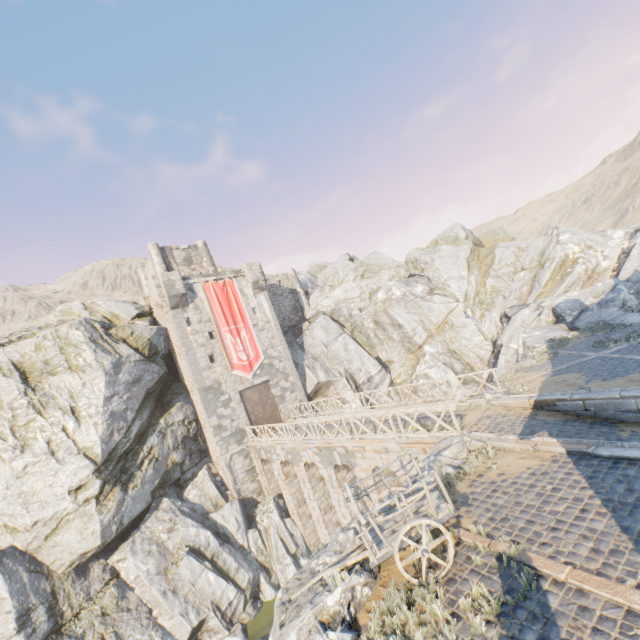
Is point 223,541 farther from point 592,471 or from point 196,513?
point 592,471

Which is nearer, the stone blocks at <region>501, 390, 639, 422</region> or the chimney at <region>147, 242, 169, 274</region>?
the stone blocks at <region>501, 390, 639, 422</region>

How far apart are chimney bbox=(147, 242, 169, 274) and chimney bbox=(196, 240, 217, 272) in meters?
3.2 m

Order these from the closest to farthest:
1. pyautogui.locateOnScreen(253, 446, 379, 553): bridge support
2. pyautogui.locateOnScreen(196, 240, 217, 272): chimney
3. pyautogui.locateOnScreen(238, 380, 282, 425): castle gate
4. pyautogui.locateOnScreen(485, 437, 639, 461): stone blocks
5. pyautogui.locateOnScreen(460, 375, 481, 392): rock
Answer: pyautogui.locateOnScreen(485, 437, 639, 461): stone blocks
pyautogui.locateOnScreen(253, 446, 379, 553): bridge support
pyautogui.locateOnScreen(238, 380, 282, 425): castle gate
pyautogui.locateOnScreen(460, 375, 481, 392): rock
pyautogui.locateOnScreen(196, 240, 217, 272): chimney

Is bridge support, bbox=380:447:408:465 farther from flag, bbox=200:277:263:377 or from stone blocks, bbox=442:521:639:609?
flag, bbox=200:277:263:377

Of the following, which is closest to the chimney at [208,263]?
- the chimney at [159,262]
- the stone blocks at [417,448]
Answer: the chimney at [159,262]

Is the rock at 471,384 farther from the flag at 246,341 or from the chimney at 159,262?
the flag at 246,341

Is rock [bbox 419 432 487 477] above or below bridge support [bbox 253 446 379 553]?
above
